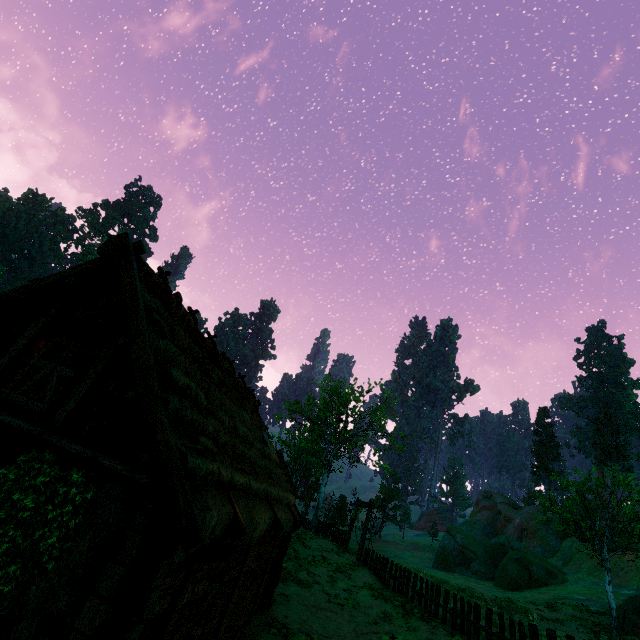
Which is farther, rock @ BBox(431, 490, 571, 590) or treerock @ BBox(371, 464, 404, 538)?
treerock @ BBox(371, 464, 404, 538)

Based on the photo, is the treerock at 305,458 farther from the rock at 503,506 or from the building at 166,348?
the rock at 503,506

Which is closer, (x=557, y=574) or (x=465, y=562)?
(x=557, y=574)

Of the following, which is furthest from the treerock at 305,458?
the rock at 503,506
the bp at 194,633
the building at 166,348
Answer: the bp at 194,633

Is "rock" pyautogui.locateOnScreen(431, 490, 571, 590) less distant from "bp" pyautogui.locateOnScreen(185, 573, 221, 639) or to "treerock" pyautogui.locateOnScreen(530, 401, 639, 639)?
"treerock" pyautogui.locateOnScreen(530, 401, 639, 639)

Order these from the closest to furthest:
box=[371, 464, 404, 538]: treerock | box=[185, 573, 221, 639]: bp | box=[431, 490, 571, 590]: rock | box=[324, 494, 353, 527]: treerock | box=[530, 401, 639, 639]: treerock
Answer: box=[185, 573, 221, 639]: bp
box=[530, 401, 639, 639]: treerock
box=[324, 494, 353, 527]: treerock
box=[431, 490, 571, 590]: rock
box=[371, 464, 404, 538]: treerock

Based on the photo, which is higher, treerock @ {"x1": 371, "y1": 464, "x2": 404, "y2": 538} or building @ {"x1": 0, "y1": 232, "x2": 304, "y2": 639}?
treerock @ {"x1": 371, "y1": 464, "x2": 404, "y2": 538}

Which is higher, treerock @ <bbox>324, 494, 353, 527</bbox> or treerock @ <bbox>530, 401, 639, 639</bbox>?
treerock @ <bbox>530, 401, 639, 639</bbox>
